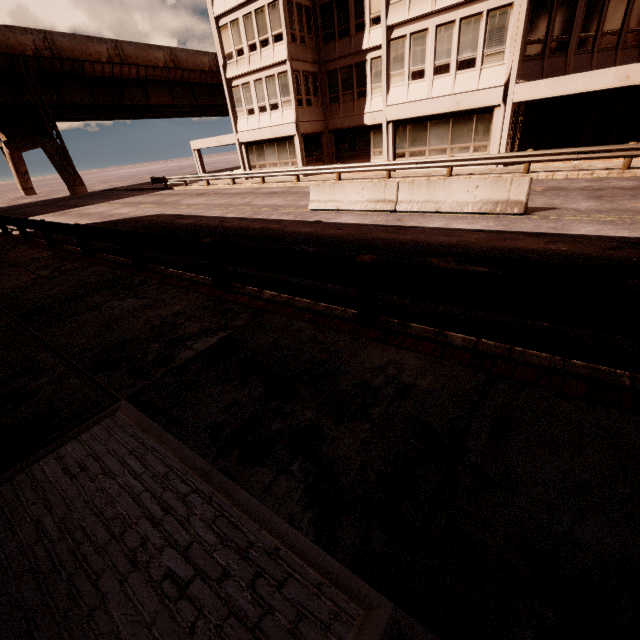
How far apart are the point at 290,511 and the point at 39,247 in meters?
15.5

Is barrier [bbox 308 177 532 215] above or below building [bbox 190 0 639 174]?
below

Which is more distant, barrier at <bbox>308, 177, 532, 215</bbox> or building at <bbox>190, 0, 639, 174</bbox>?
building at <bbox>190, 0, 639, 174</bbox>

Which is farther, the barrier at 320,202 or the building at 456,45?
the building at 456,45

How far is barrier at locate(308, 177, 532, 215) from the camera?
9.5m

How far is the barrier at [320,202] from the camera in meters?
9.5
